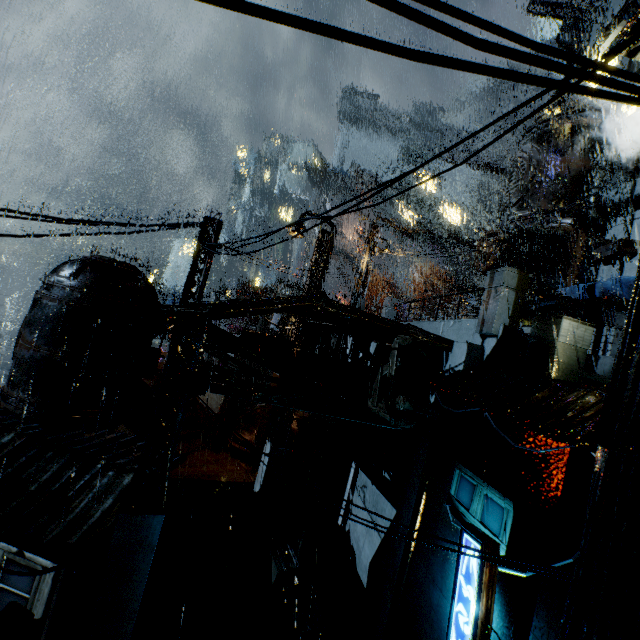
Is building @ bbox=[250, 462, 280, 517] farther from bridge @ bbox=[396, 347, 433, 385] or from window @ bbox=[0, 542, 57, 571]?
window @ bbox=[0, 542, 57, 571]

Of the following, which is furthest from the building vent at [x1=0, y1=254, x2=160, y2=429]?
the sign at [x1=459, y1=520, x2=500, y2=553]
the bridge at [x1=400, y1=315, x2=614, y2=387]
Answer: the sign at [x1=459, y1=520, x2=500, y2=553]

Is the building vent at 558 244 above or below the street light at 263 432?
above

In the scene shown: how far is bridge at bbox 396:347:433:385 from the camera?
12.7m

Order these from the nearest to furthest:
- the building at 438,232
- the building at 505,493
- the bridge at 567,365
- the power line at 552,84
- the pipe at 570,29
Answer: the power line at 552,84 < the building at 505,493 < the bridge at 567,365 < the pipe at 570,29 < the building at 438,232

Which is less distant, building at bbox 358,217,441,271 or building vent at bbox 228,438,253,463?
building vent at bbox 228,438,253,463

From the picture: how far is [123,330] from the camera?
12.55m

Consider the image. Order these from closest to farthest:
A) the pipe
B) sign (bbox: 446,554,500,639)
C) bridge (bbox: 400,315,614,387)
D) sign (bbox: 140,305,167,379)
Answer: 1. sign (bbox: 446,554,500,639)
2. bridge (bbox: 400,315,614,387)
3. sign (bbox: 140,305,167,379)
4. the pipe
